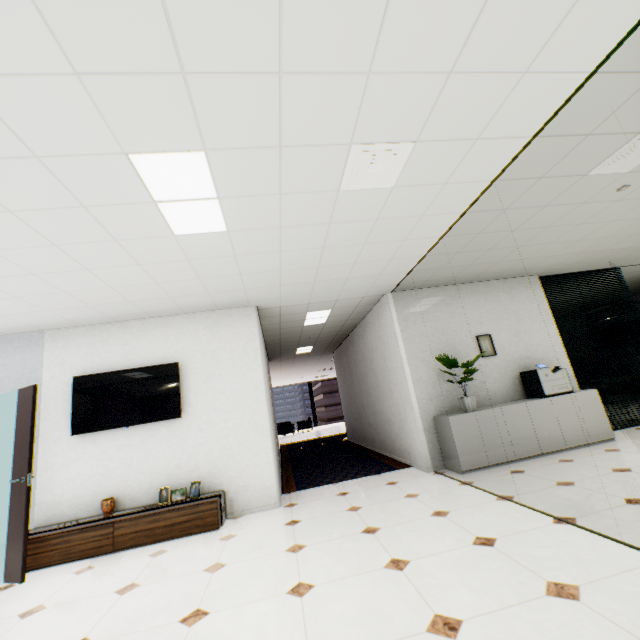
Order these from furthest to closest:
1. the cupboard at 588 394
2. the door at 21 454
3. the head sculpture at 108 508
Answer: the cupboard at 588 394, the head sculpture at 108 508, the door at 21 454

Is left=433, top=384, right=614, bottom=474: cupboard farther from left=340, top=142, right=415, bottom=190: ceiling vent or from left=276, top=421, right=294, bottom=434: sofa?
left=276, top=421, right=294, bottom=434: sofa

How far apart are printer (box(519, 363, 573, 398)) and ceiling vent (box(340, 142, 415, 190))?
4.16m

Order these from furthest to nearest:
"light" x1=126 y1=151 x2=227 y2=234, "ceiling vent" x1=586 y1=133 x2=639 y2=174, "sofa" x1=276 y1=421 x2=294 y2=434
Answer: "sofa" x1=276 y1=421 x2=294 y2=434 < "ceiling vent" x1=586 y1=133 x2=639 y2=174 < "light" x1=126 y1=151 x2=227 y2=234

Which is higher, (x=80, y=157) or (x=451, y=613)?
(x=80, y=157)

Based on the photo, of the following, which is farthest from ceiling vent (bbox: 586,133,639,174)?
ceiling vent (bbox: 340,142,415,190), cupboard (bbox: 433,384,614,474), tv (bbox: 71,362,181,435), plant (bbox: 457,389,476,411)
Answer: tv (bbox: 71,362,181,435)

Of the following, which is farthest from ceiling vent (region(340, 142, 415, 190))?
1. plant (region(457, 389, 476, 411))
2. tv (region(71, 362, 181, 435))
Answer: tv (region(71, 362, 181, 435))

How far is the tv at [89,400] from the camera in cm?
445
